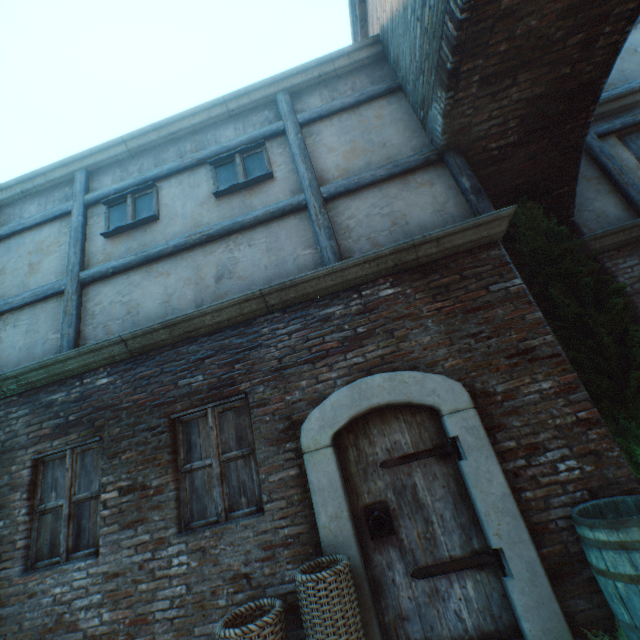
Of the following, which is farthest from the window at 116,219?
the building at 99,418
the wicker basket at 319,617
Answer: the wicker basket at 319,617

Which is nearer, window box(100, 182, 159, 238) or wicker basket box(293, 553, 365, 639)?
wicker basket box(293, 553, 365, 639)

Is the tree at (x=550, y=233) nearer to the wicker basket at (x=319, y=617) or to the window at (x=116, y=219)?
the wicker basket at (x=319, y=617)

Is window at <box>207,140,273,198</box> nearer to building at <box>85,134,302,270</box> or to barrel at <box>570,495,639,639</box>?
building at <box>85,134,302,270</box>

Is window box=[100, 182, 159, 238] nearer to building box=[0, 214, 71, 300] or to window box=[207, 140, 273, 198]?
building box=[0, 214, 71, 300]

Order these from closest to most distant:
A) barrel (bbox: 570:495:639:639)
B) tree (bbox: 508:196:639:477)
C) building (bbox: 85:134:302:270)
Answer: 1. barrel (bbox: 570:495:639:639)
2. tree (bbox: 508:196:639:477)
3. building (bbox: 85:134:302:270)

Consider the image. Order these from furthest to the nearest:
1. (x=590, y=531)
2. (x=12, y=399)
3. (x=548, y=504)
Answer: (x=12, y=399)
(x=548, y=504)
(x=590, y=531)

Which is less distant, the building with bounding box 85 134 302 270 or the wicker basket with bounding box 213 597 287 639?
the wicker basket with bounding box 213 597 287 639
